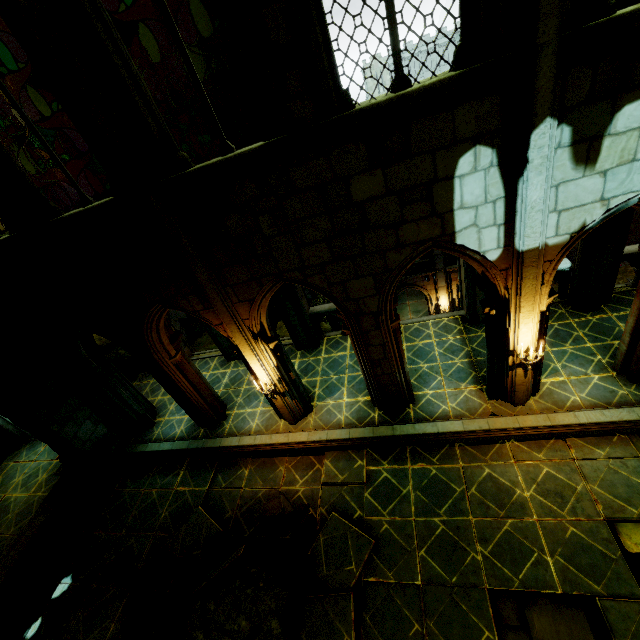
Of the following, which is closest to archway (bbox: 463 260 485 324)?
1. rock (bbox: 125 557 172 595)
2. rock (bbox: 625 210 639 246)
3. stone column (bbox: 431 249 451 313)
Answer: rock (bbox: 125 557 172 595)

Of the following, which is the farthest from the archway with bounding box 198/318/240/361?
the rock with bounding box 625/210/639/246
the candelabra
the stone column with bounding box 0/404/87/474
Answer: the rock with bounding box 625/210/639/246

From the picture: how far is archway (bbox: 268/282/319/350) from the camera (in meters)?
8.20

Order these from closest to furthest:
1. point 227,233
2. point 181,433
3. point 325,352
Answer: point 227,233 → point 181,433 → point 325,352

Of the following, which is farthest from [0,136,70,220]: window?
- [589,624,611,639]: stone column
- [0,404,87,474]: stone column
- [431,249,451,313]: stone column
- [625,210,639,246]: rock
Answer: [625,210,639,246]: rock

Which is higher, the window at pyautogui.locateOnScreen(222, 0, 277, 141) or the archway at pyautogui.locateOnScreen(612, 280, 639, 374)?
the window at pyautogui.locateOnScreen(222, 0, 277, 141)

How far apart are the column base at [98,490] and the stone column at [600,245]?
15.0 meters

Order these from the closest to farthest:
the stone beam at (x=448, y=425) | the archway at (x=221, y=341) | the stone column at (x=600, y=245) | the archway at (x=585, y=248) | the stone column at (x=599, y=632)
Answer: the stone column at (x=599, y=632), the stone beam at (x=448, y=425), the stone column at (x=600, y=245), the archway at (x=585, y=248), the archway at (x=221, y=341)
